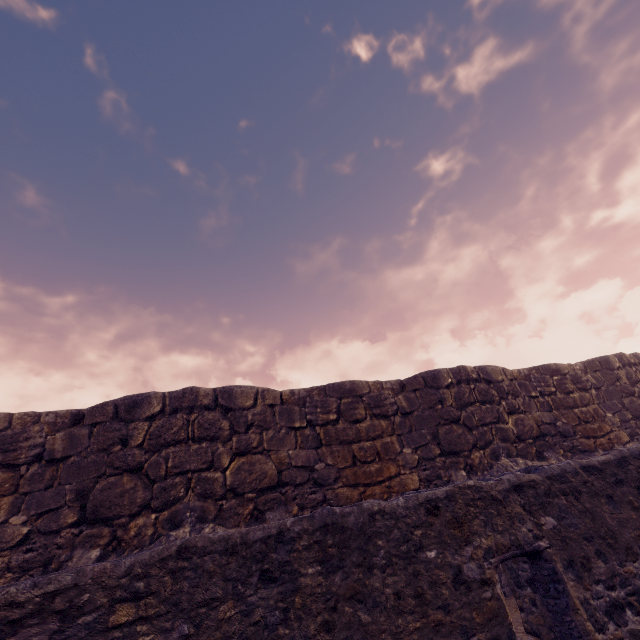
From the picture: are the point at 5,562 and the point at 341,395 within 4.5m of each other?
no
